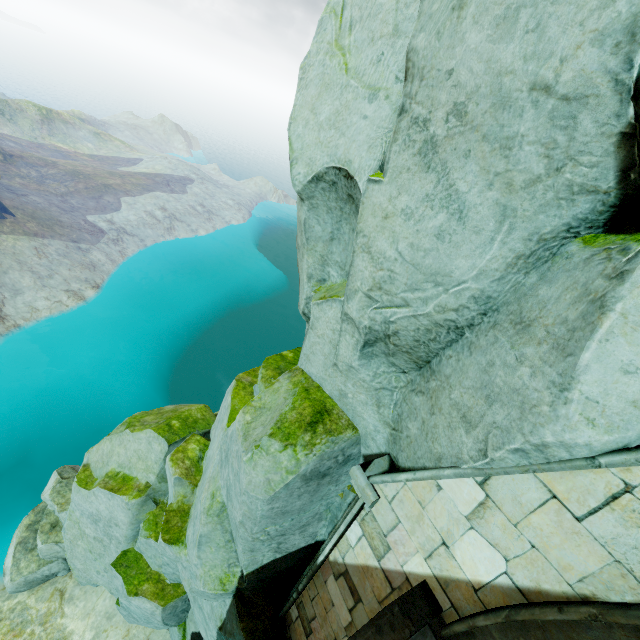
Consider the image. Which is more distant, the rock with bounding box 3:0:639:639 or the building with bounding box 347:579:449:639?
the building with bounding box 347:579:449:639

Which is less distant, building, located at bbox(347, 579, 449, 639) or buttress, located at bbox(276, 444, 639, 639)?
buttress, located at bbox(276, 444, 639, 639)

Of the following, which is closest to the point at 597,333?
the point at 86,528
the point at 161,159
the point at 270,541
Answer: the point at 270,541

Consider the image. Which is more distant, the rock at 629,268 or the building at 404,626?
the building at 404,626

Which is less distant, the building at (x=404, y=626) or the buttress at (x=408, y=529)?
the buttress at (x=408, y=529)
